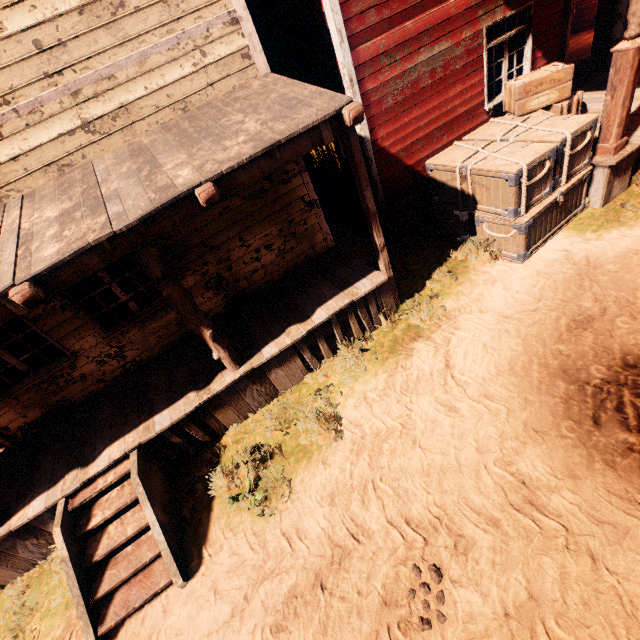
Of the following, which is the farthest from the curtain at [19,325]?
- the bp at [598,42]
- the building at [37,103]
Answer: the bp at [598,42]

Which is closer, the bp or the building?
the building

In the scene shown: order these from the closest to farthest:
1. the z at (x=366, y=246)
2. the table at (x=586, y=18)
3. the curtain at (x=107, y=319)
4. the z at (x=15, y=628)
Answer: the z at (x=15, y=628) → the curtain at (x=107, y=319) → the z at (x=366, y=246) → the table at (x=586, y=18)

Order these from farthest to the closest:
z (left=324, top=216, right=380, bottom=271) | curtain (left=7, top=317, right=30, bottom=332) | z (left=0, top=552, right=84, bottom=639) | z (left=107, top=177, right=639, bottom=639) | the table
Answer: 1. the table
2. z (left=324, top=216, right=380, bottom=271)
3. curtain (left=7, top=317, right=30, bottom=332)
4. z (left=0, top=552, right=84, bottom=639)
5. z (left=107, top=177, right=639, bottom=639)

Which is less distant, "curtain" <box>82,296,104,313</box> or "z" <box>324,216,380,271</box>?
"curtain" <box>82,296,104,313</box>

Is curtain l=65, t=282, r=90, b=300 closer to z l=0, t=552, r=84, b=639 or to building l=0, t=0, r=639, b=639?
building l=0, t=0, r=639, b=639

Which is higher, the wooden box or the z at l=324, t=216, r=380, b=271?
the wooden box

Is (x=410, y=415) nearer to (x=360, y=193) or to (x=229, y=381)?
(x=229, y=381)
